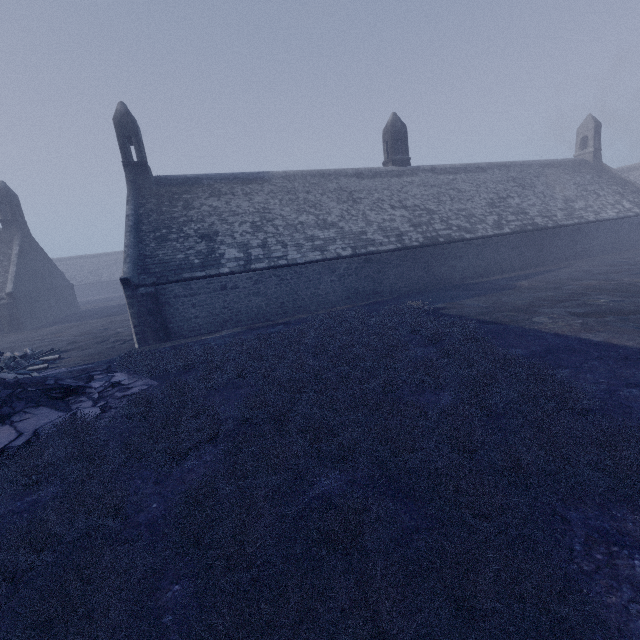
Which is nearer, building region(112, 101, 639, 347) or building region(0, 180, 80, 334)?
building region(112, 101, 639, 347)

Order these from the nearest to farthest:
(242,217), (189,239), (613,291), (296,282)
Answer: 1. (613,291)
2. (189,239)
3. (296,282)
4. (242,217)

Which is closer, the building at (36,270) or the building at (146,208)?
the building at (146,208)
